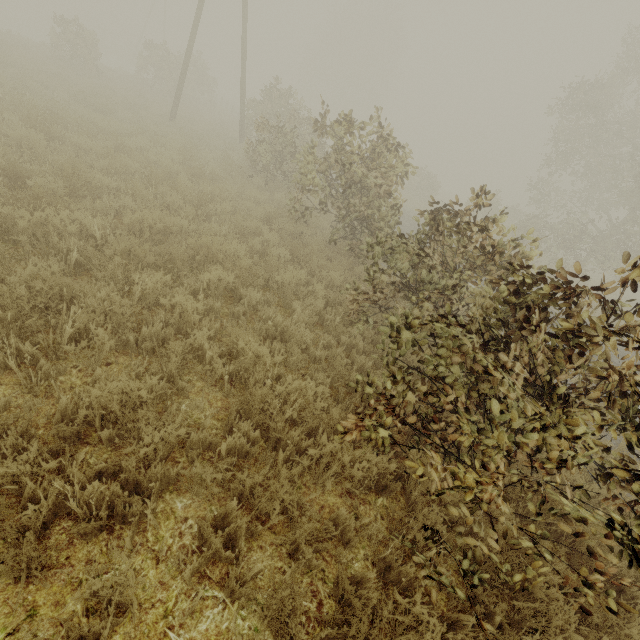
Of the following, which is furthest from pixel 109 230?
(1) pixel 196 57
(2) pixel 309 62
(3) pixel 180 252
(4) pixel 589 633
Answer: (2) pixel 309 62
